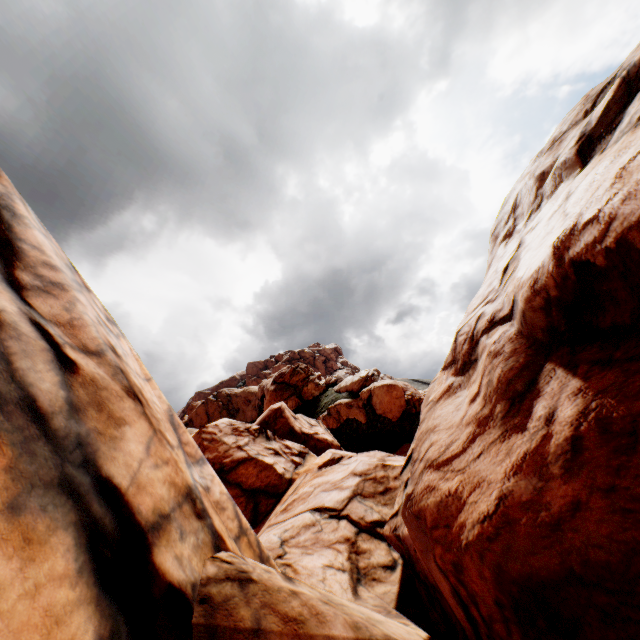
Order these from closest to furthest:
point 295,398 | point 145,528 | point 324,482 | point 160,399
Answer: point 145,528, point 160,399, point 324,482, point 295,398
